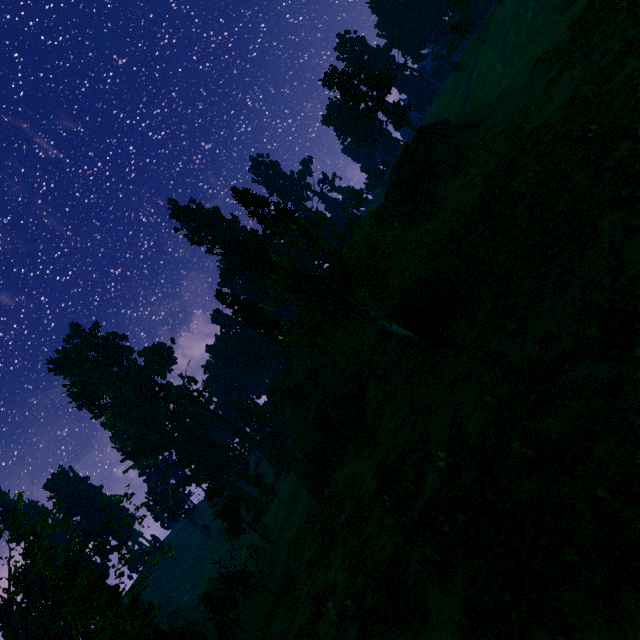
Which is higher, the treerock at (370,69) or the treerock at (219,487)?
the treerock at (370,69)

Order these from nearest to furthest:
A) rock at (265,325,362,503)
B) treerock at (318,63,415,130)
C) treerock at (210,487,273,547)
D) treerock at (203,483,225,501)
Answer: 1. rock at (265,325,362,503)
2. treerock at (210,487,273,547)
3. treerock at (203,483,225,501)
4. treerock at (318,63,415,130)

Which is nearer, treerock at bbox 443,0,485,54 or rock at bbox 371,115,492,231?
rock at bbox 371,115,492,231

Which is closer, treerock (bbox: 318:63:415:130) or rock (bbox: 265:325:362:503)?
rock (bbox: 265:325:362:503)

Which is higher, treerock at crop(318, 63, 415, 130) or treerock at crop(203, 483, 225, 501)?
Answer: treerock at crop(318, 63, 415, 130)

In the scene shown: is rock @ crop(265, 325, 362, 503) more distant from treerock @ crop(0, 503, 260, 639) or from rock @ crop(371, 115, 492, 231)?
rock @ crop(371, 115, 492, 231)

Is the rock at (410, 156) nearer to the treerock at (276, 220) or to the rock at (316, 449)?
the rock at (316, 449)

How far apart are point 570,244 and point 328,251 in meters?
9.4
